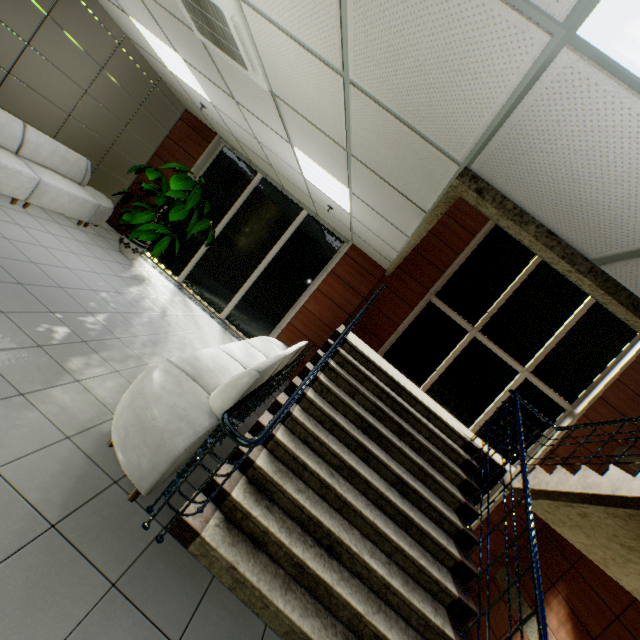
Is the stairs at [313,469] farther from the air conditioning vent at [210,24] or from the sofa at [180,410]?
the air conditioning vent at [210,24]

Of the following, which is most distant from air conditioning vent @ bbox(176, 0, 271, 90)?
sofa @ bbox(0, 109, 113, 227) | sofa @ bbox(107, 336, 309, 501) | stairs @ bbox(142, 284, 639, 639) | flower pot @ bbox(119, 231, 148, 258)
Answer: flower pot @ bbox(119, 231, 148, 258)

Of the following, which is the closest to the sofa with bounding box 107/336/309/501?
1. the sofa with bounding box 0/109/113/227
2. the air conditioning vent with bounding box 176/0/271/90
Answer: the air conditioning vent with bounding box 176/0/271/90

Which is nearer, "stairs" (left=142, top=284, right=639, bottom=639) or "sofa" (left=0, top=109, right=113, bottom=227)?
"stairs" (left=142, top=284, right=639, bottom=639)

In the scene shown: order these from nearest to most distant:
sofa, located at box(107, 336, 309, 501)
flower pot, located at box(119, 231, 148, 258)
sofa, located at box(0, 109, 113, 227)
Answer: sofa, located at box(107, 336, 309, 501), sofa, located at box(0, 109, 113, 227), flower pot, located at box(119, 231, 148, 258)

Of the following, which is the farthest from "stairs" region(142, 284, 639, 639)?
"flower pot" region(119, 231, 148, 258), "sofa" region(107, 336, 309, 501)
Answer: "flower pot" region(119, 231, 148, 258)

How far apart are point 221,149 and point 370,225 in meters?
4.9 m

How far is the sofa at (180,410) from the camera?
2.3 meters
